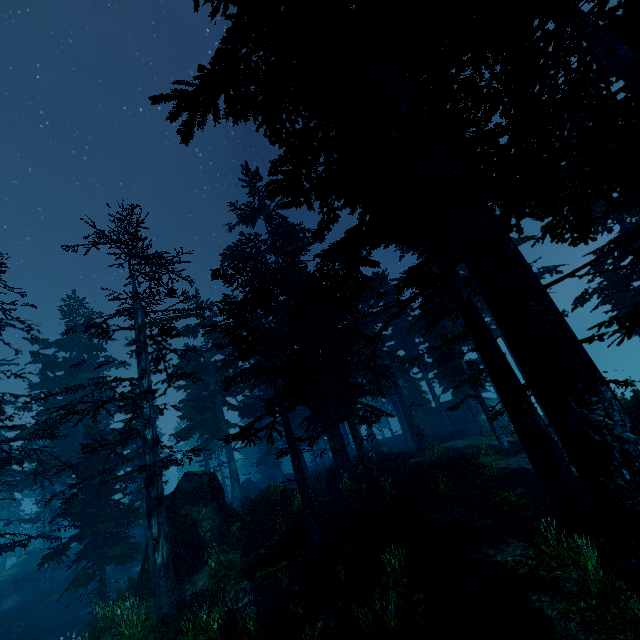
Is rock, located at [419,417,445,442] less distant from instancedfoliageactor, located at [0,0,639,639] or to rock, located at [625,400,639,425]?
instancedfoliageactor, located at [0,0,639,639]

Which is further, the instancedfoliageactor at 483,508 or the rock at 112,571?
the rock at 112,571

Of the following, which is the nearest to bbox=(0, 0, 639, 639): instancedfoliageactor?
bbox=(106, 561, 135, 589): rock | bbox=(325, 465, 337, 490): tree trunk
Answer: bbox=(106, 561, 135, 589): rock

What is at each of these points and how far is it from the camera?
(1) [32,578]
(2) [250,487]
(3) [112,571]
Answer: (1) rock, 29.25m
(2) rock, 33.88m
(3) rock, 27.89m

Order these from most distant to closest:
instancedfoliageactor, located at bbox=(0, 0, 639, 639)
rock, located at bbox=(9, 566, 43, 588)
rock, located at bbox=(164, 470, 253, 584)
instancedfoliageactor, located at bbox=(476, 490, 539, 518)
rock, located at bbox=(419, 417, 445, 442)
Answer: rock, located at bbox=(419, 417, 445, 442), rock, located at bbox=(9, 566, 43, 588), rock, located at bbox=(164, 470, 253, 584), instancedfoliageactor, located at bbox=(476, 490, 539, 518), instancedfoliageactor, located at bbox=(0, 0, 639, 639)

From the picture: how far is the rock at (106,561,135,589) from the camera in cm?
2753

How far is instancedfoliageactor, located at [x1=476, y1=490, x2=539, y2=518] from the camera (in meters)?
10.91
